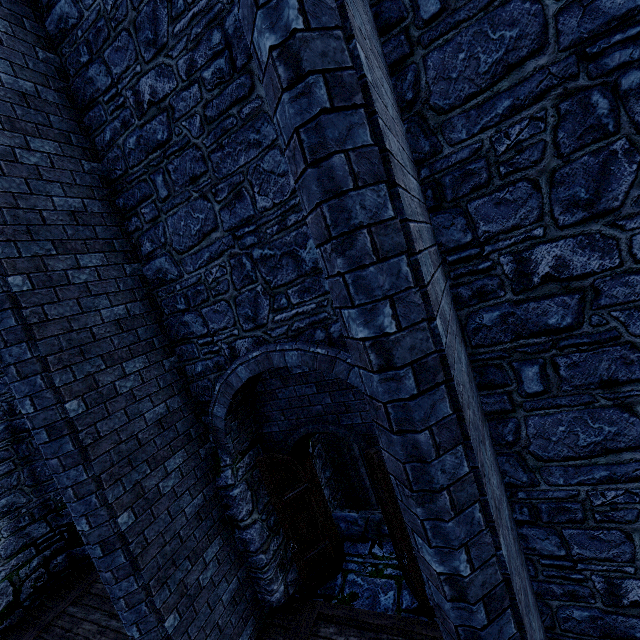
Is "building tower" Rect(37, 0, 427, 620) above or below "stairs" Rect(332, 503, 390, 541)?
above

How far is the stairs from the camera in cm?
617

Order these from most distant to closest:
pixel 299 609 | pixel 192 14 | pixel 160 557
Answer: pixel 299 609
pixel 160 557
pixel 192 14

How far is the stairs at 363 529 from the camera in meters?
6.2

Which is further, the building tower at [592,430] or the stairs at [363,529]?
the stairs at [363,529]

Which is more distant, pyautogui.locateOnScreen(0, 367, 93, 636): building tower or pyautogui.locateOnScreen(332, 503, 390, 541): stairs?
pyautogui.locateOnScreen(0, 367, 93, 636): building tower
